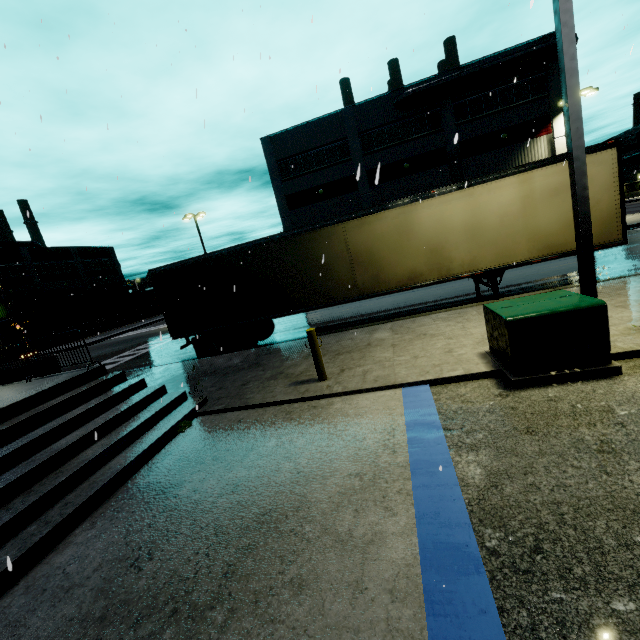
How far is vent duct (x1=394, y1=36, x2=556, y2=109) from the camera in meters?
24.0 m

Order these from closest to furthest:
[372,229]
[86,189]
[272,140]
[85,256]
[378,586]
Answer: [378,586]
[86,189]
[372,229]
[272,140]
[85,256]

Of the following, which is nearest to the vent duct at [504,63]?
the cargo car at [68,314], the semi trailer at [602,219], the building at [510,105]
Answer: the building at [510,105]

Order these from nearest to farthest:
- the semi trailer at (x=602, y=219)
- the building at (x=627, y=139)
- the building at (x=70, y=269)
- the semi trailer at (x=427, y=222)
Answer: the semi trailer at (x=602, y=219) → the semi trailer at (x=427, y=222) → the building at (x=70, y=269) → the building at (x=627, y=139)

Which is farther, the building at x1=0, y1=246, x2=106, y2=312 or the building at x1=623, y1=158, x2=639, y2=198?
the building at x1=623, y1=158, x2=639, y2=198

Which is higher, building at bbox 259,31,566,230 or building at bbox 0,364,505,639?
building at bbox 259,31,566,230

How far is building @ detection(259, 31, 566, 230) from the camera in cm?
2580

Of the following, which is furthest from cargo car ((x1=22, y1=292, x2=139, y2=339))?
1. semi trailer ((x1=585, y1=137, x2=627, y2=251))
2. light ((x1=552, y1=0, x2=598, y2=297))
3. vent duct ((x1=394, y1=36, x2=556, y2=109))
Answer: light ((x1=552, y1=0, x2=598, y2=297))
